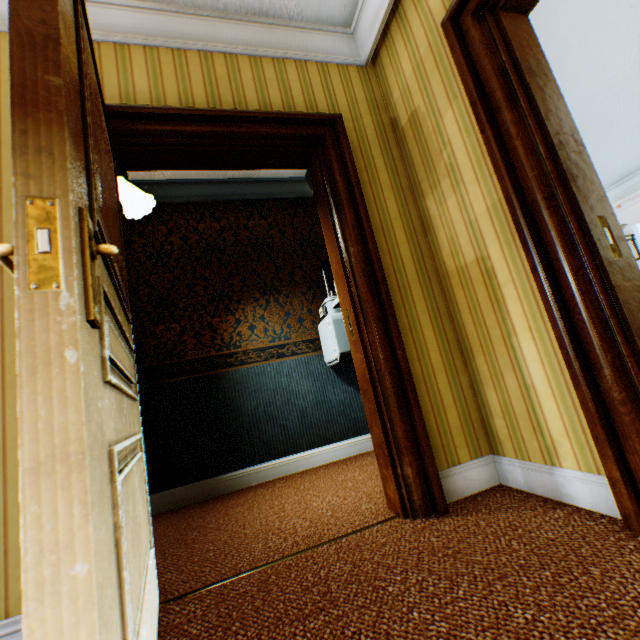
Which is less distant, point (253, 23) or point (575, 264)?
point (575, 264)

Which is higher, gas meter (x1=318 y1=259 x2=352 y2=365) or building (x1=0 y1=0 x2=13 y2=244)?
building (x1=0 y1=0 x2=13 y2=244)

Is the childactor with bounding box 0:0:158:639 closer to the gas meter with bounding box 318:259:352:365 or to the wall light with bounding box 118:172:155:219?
the wall light with bounding box 118:172:155:219

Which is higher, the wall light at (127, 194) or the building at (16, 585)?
the wall light at (127, 194)

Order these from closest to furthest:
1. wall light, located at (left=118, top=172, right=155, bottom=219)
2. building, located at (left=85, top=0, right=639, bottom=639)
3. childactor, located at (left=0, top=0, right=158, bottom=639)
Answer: childactor, located at (left=0, top=0, right=158, bottom=639) → building, located at (left=85, top=0, right=639, bottom=639) → wall light, located at (left=118, top=172, right=155, bottom=219)

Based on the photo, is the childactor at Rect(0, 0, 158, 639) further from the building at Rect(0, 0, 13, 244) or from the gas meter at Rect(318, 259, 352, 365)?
the gas meter at Rect(318, 259, 352, 365)

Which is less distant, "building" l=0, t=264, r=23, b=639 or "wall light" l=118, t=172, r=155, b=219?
"building" l=0, t=264, r=23, b=639

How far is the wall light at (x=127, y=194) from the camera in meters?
2.5
